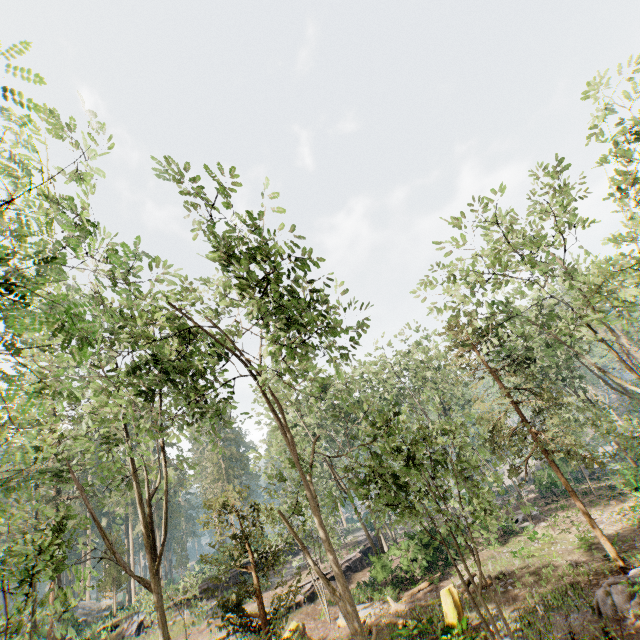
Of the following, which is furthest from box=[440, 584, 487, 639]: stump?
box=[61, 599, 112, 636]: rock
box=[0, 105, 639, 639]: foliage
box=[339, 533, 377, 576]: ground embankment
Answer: box=[61, 599, 112, 636]: rock

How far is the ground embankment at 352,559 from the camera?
30.19m

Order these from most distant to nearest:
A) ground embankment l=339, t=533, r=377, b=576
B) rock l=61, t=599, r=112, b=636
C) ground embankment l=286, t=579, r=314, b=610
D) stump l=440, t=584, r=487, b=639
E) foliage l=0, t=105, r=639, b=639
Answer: rock l=61, t=599, r=112, b=636, ground embankment l=339, t=533, r=377, b=576, ground embankment l=286, t=579, r=314, b=610, stump l=440, t=584, r=487, b=639, foliage l=0, t=105, r=639, b=639

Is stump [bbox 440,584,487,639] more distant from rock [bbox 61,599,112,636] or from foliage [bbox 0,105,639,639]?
rock [bbox 61,599,112,636]

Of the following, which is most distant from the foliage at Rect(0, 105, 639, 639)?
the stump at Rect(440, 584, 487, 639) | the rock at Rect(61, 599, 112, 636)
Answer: the stump at Rect(440, 584, 487, 639)

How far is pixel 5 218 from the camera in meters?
6.5

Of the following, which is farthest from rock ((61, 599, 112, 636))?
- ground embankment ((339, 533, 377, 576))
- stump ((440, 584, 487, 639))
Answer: stump ((440, 584, 487, 639))

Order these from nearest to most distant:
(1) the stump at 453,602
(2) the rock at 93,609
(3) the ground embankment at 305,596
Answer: (1) the stump at 453,602 < (3) the ground embankment at 305,596 < (2) the rock at 93,609
